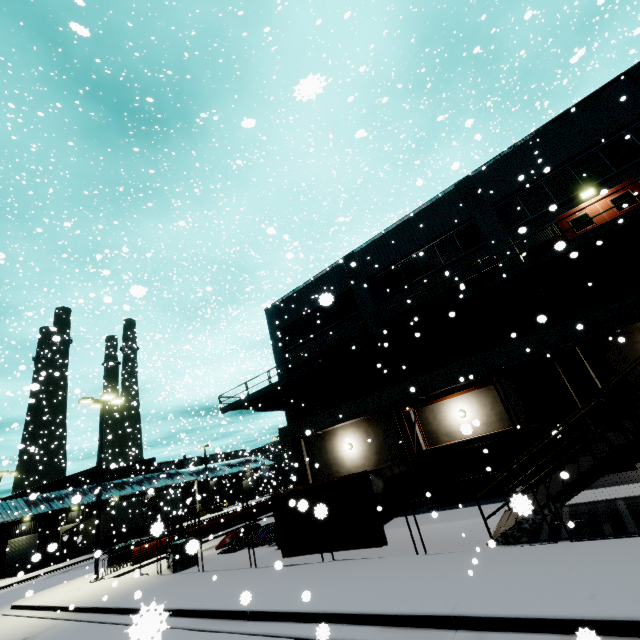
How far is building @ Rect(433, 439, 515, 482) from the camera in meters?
14.6 m

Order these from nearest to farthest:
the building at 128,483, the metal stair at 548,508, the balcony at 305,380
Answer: the metal stair at 548,508
the balcony at 305,380
the building at 128,483

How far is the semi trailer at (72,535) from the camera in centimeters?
3612cm

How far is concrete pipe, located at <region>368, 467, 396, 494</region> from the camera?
13.86m

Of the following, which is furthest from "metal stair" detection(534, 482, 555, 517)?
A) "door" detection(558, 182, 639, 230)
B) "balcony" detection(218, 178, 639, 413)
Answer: "door" detection(558, 182, 639, 230)

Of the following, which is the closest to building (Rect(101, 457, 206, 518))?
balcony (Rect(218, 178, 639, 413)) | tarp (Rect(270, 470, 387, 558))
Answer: balcony (Rect(218, 178, 639, 413))

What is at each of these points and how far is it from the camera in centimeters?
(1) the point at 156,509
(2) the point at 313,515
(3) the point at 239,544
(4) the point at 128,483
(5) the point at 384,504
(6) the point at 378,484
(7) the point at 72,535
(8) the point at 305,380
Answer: (1) semi trailer, 3806cm
(2) tarp, 1020cm
(3) pipe, 1642cm
(4) building, 4747cm
(5) concrete pipe, 1368cm
(6) concrete pipe, 1412cm
(7) semi trailer, 3916cm
(8) balcony, 2028cm

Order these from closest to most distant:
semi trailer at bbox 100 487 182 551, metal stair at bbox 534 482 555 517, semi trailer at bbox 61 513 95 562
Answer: metal stair at bbox 534 482 555 517, semi trailer at bbox 100 487 182 551, semi trailer at bbox 61 513 95 562
